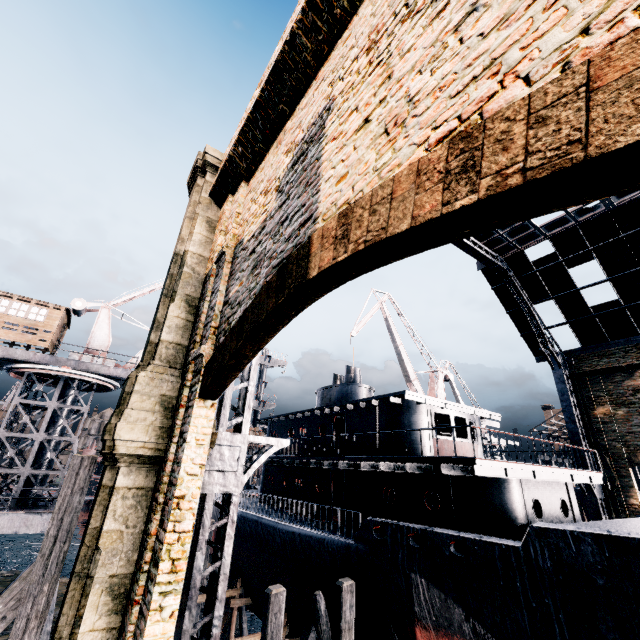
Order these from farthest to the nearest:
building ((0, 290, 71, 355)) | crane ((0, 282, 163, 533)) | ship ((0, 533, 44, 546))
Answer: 1. ship ((0, 533, 44, 546))
2. building ((0, 290, 71, 355))
3. crane ((0, 282, 163, 533))

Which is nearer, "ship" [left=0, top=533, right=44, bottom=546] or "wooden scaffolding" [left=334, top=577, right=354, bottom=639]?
"wooden scaffolding" [left=334, top=577, right=354, bottom=639]

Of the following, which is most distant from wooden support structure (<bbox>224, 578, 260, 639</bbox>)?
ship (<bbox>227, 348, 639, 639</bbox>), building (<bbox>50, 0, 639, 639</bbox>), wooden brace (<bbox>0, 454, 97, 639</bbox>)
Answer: building (<bbox>50, 0, 639, 639</bbox>)

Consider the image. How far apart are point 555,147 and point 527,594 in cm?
1209

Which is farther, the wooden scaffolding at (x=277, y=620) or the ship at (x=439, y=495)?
the wooden scaffolding at (x=277, y=620)

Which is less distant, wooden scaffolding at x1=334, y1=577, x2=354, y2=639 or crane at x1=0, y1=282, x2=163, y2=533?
wooden scaffolding at x1=334, y1=577, x2=354, y2=639

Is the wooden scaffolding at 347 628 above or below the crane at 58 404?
below

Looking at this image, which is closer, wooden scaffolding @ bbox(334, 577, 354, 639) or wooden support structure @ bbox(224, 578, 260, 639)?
wooden scaffolding @ bbox(334, 577, 354, 639)
